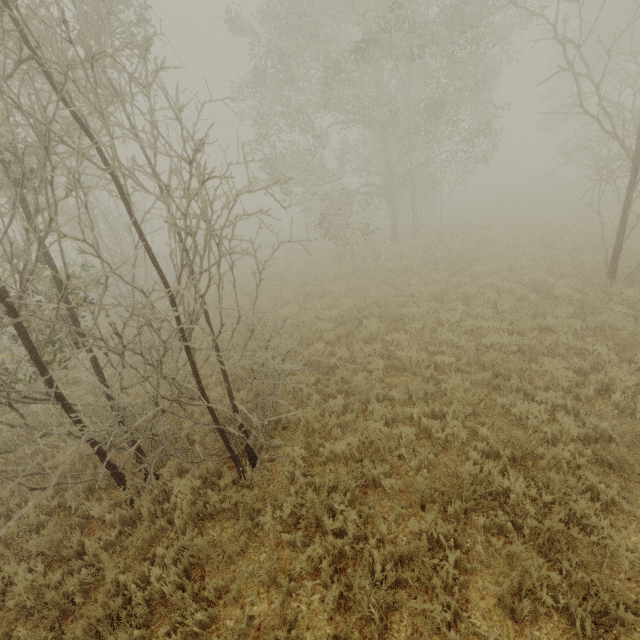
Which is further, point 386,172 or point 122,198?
point 386,172
